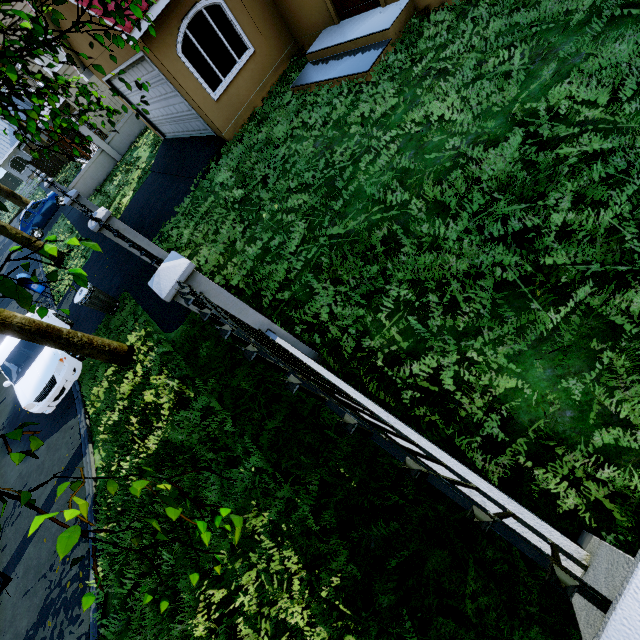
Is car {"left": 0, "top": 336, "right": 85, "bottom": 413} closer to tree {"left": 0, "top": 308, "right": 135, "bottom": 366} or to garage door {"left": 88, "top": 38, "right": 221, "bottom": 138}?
tree {"left": 0, "top": 308, "right": 135, "bottom": 366}

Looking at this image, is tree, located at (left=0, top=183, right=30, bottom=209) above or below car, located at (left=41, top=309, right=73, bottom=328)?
above

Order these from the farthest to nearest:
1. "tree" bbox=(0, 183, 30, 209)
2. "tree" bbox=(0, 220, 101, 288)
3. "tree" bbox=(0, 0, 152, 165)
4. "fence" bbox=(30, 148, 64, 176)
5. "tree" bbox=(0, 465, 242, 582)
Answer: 1. "tree" bbox=(0, 183, 30, 209)
2. "fence" bbox=(30, 148, 64, 176)
3. "tree" bbox=(0, 0, 152, 165)
4. "tree" bbox=(0, 220, 101, 288)
5. "tree" bbox=(0, 465, 242, 582)

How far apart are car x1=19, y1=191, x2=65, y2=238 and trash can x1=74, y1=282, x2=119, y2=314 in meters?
18.0

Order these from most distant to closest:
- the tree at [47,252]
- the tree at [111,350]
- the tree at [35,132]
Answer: the tree at [111,350] → the tree at [35,132] → the tree at [47,252]

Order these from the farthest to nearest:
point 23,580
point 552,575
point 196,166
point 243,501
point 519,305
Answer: point 196,166, point 23,580, point 243,501, point 519,305, point 552,575

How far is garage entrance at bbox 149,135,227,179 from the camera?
10.1m

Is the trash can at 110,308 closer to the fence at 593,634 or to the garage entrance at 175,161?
the fence at 593,634
